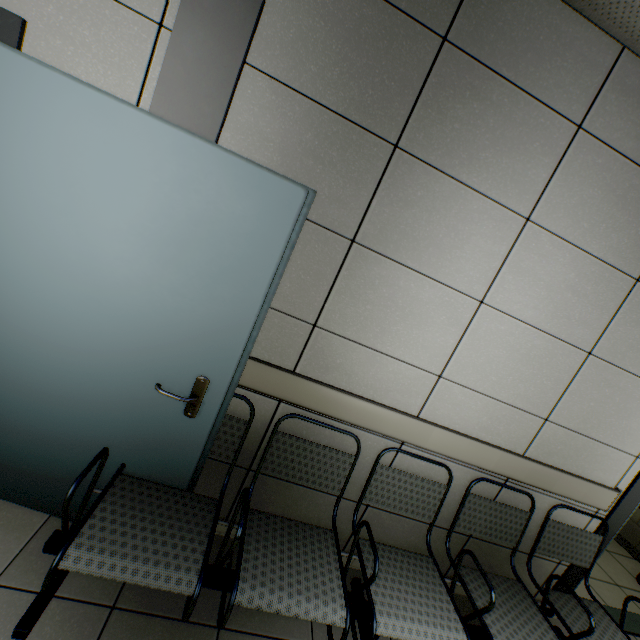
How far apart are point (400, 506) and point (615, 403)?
1.55m

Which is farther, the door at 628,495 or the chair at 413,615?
the door at 628,495

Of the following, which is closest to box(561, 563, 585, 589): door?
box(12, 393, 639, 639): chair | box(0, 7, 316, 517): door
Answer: box(12, 393, 639, 639): chair

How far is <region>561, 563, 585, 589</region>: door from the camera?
2.4 meters

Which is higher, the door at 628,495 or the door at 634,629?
the door at 628,495

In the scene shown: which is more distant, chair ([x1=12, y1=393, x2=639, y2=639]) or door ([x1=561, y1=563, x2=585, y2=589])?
door ([x1=561, y1=563, x2=585, y2=589])
